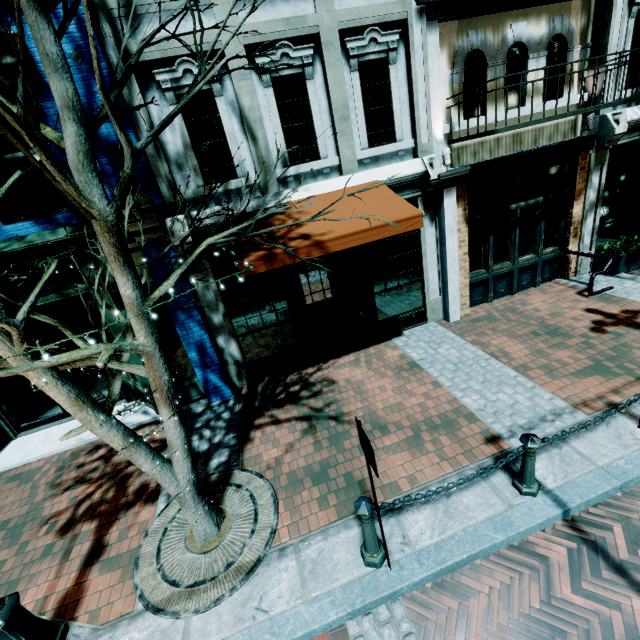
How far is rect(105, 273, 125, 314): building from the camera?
5.7 meters

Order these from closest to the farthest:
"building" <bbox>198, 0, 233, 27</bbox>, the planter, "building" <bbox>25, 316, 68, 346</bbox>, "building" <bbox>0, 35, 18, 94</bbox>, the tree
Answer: the tree, "building" <bbox>0, 35, 18, 94</bbox>, "building" <bbox>198, 0, 233, 27</bbox>, "building" <bbox>25, 316, 68, 346</bbox>, the planter

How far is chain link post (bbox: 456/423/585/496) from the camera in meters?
3.5

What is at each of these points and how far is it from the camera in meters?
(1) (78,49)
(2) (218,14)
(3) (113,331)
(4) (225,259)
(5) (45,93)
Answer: (1) building, 4.4
(2) building, 4.9
(3) building, 5.9
(4) building, 6.2
(5) building, 4.7

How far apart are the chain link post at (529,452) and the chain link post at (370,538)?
1.7m

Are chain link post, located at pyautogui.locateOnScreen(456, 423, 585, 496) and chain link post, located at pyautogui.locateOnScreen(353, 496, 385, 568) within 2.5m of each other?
yes

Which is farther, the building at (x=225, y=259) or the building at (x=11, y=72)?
the building at (x=225, y=259)
